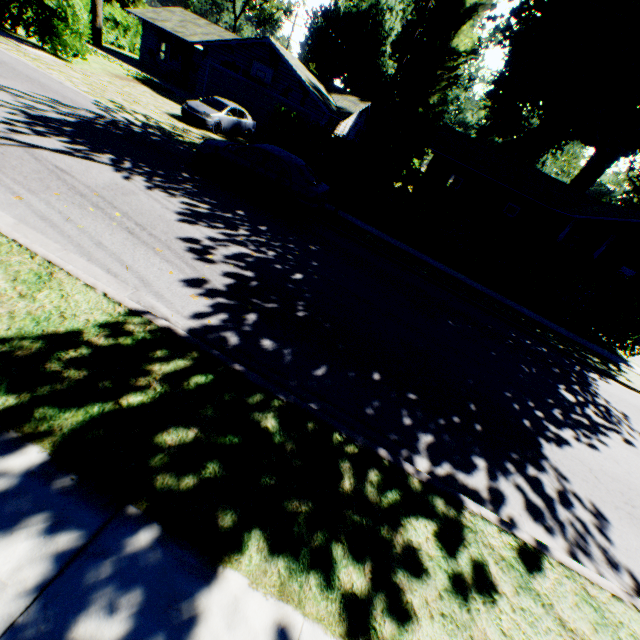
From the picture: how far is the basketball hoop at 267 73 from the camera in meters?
22.3

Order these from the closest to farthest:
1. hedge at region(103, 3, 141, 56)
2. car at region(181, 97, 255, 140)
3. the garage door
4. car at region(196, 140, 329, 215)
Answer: car at region(196, 140, 329, 215)
car at region(181, 97, 255, 140)
the garage door
hedge at region(103, 3, 141, 56)

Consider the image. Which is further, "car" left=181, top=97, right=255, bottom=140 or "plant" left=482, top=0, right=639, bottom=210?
"plant" left=482, top=0, right=639, bottom=210

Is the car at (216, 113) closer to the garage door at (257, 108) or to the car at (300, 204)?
the garage door at (257, 108)

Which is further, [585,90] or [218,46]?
[585,90]

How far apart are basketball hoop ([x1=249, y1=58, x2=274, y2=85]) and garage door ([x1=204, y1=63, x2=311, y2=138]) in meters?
0.5

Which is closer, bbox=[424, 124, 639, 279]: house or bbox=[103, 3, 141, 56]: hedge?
bbox=[424, 124, 639, 279]: house

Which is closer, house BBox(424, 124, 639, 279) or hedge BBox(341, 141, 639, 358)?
hedge BBox(341, 141, 639, 358)
